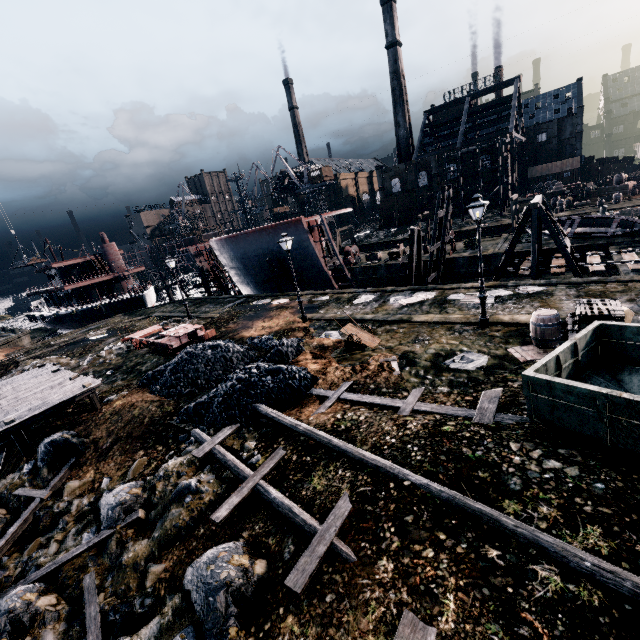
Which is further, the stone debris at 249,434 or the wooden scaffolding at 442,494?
the stone debris at 249,434

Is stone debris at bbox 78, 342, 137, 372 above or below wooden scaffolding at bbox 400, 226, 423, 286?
below

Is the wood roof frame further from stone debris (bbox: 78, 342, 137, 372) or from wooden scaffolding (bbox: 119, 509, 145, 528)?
wooden scaffolding (bbox: 119, 509, 145, 528)

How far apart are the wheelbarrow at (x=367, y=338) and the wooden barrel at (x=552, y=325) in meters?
6.2 m

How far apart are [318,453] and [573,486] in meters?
5.6 m

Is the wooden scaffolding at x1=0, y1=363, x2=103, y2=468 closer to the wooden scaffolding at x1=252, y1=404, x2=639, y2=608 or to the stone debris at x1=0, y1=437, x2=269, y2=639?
the stone debris at x1=0, y1=437, x2=269, y2=639

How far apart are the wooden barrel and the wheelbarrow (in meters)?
6.18

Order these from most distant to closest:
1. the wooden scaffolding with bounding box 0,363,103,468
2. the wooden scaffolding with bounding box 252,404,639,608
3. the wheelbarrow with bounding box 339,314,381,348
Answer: the wheelbarrow with bounding box 339,314,381,348 → the wooden scaffolding with bounding box 0,363,103,468 → the wooden scaffolding with bounding box 252,404,639,608
